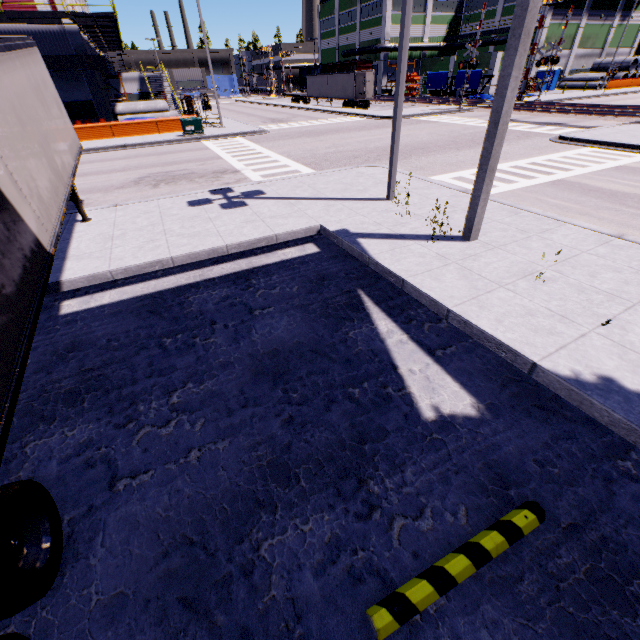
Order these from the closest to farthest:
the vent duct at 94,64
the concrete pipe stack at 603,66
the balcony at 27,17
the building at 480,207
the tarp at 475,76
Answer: the building at 480,207 < the balcony at 27,17 < the vent duct at 94,64 < the tarp at 475,76 < the concrete pipe stack at 603,66

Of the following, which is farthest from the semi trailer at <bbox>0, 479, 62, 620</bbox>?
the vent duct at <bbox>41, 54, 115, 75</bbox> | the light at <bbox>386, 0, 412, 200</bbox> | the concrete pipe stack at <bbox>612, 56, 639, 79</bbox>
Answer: the concrete pipe stack at <bbox>612, 56, 639, 79</bbox>

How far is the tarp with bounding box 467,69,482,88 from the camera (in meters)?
39.56

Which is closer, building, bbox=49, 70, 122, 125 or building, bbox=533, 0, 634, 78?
building, bbox=49, 70, 122, 125

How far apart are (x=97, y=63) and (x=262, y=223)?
32.5m

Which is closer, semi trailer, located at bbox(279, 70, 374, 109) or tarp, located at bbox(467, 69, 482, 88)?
semi trailer, located at bbox(279, 70, 374, 109)

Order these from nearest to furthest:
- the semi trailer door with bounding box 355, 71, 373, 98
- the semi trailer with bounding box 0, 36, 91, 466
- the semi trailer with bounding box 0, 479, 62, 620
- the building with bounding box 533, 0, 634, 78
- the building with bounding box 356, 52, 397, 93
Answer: the semi trailer with bounding box 0, 479, 62, 620 → the semi trailer with bounding box 0, 36, 91, 466 → the semi trailer door with bounding box 355, 71, 373, 98 → the building with bounding box 533, 0, 634, 78 → the building with bounding box 356, 52, 397, 93

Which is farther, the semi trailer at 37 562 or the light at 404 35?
the light at 404 35
